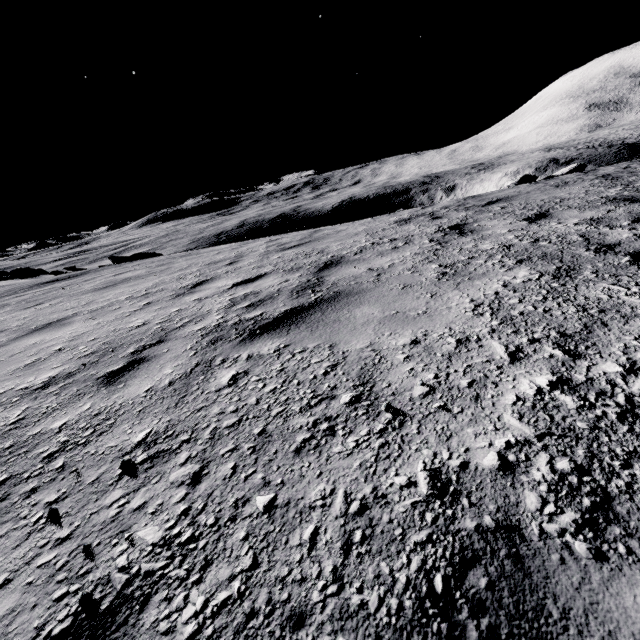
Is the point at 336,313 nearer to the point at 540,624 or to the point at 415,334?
the point at 415,334
